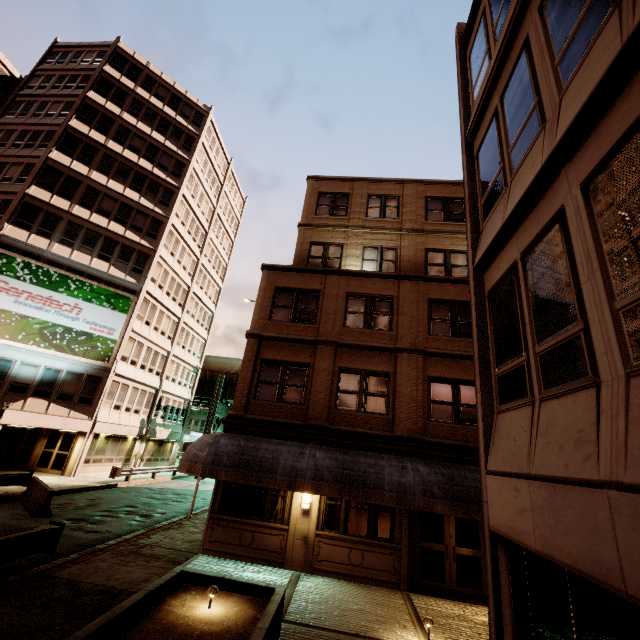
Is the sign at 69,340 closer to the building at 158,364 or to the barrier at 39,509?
the building at 158,364

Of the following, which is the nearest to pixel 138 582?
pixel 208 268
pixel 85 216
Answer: pixel 85 216

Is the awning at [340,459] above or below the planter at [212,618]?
above

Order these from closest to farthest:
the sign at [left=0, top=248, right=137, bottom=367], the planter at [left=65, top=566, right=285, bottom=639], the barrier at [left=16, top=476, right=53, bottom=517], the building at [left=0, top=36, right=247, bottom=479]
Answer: the planter at [left=65, top=566, right=285, bottom=639] < the barrier at [left=16, top=476, right=53, bottom=517] < the sign at [left=0, top=248, right=137, bottom=367] < the building at [left=0, top=36, right=247, bottom=479]

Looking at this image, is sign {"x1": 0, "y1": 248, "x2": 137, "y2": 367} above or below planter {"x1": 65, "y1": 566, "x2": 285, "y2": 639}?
above

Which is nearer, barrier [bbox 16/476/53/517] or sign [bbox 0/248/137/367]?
barrier [bbox 16/476/53/517]

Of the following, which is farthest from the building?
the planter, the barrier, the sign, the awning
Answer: the planter

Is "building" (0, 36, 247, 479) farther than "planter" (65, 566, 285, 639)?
Yes
